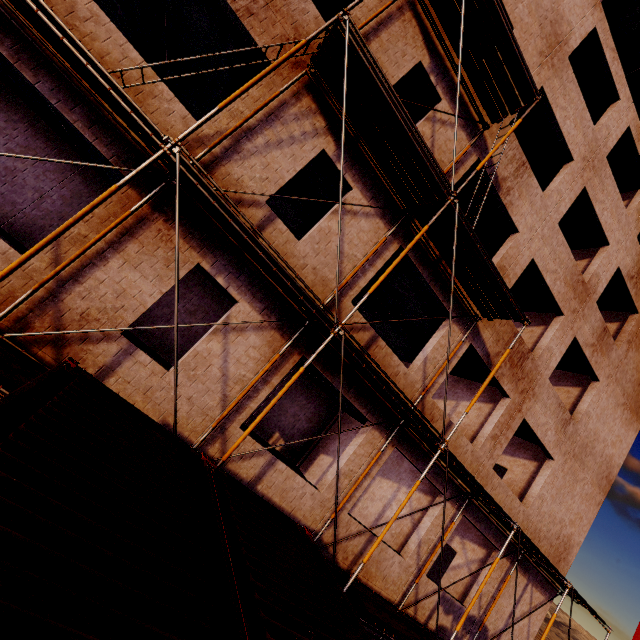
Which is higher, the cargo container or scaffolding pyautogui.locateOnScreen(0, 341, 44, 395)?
the cargo container

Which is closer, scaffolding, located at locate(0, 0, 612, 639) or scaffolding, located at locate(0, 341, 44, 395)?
scaffolding, located at locate(0, 341, 44, 395)

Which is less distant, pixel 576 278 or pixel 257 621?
pixel 257 621

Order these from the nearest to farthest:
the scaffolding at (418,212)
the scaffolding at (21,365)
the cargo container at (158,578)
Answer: the cargo container at (158,578) < the scaffolding at (21,365) < the scaffolding at (418,212)

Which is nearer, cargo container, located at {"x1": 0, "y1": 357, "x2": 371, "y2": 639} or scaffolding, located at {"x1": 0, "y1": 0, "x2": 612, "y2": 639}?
cargo container, located at {"x1": 0, "y1": 357, "x2": 371, "y2": 639}

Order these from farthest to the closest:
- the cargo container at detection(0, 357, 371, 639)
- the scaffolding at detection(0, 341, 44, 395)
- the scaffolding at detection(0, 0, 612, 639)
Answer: the scaffolding at detection(0, 0, 612, 639)
the scaffolding at detection(0, 341, 44, 395)
the cargo container at detection(0, 357, 371, 639)

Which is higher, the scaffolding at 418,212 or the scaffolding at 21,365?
the scaffolding at 418,212
